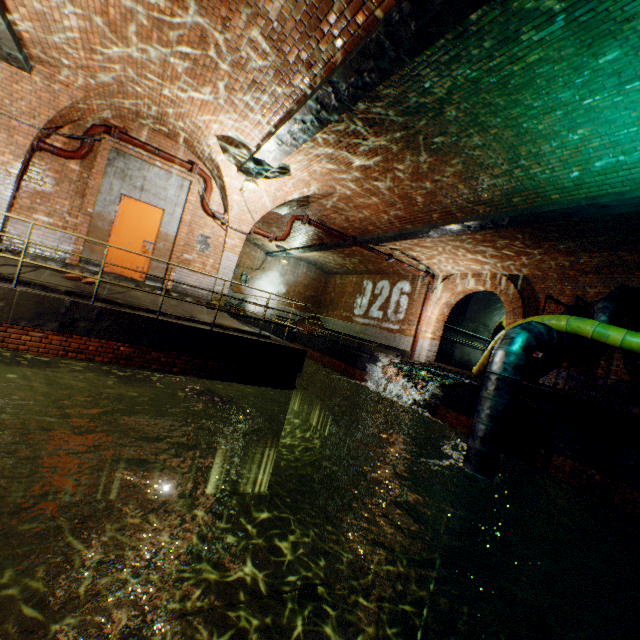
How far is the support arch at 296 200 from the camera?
9.3 meters

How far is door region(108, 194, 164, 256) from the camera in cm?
859

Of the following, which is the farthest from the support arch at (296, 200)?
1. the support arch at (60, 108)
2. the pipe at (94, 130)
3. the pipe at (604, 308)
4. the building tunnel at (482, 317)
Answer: the building tunnel at (482, 317)

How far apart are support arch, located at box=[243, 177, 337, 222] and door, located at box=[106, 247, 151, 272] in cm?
165

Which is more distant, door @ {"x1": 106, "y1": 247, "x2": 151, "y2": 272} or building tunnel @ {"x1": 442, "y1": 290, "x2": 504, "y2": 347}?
building tunnel @ {"x1": 442, "y1": 290, "x2": 504, "y2": 347}

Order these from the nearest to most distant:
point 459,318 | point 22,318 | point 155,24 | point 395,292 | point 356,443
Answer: point 155,24
point 22,318
point 356,443
point 459,318
point 395,292

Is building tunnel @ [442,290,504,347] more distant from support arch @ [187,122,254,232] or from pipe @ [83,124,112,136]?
pipe @ [83,124,112,136]
